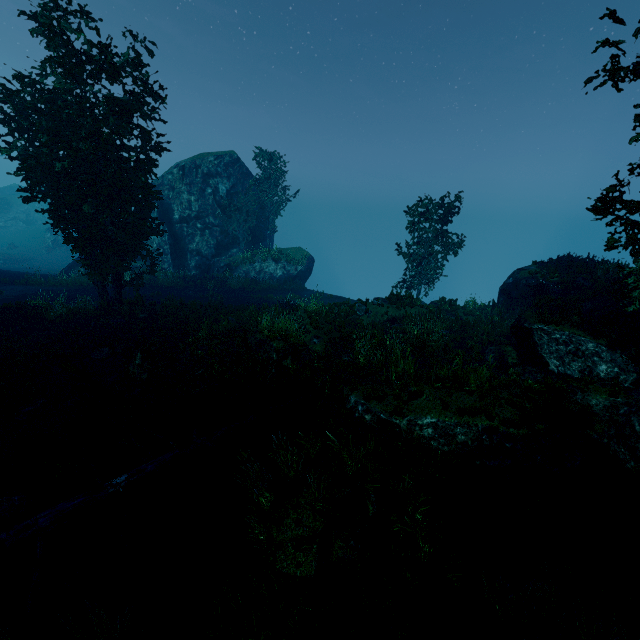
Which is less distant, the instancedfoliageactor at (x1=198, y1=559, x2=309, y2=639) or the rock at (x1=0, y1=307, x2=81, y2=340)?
the instancedfoliageactor at (x1=198, y1=559, x2=309, y2=639)

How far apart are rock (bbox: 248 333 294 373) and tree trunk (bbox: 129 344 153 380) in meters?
3.5

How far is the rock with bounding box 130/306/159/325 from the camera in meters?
17.6

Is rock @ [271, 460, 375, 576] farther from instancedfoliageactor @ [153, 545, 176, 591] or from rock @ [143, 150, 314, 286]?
rock @ [143, 150, 314, 286]

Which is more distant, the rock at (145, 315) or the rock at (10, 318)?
the rock at (145, 315)

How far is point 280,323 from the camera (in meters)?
14.09

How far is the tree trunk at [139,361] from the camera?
12.2 meters

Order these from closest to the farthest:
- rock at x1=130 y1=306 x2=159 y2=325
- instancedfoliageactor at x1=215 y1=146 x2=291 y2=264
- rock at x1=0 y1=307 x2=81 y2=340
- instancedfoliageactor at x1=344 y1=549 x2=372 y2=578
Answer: instancedfoliageactor at x1=344 y1=549 x2=372 y2=578
rock at x1=0 y1=307 x2=81 y2=340
rock at x1=130 y1=306 x2=159 y2=325
instancedfoliageactor at x1=215 y1=146 x2=291 y2=264
